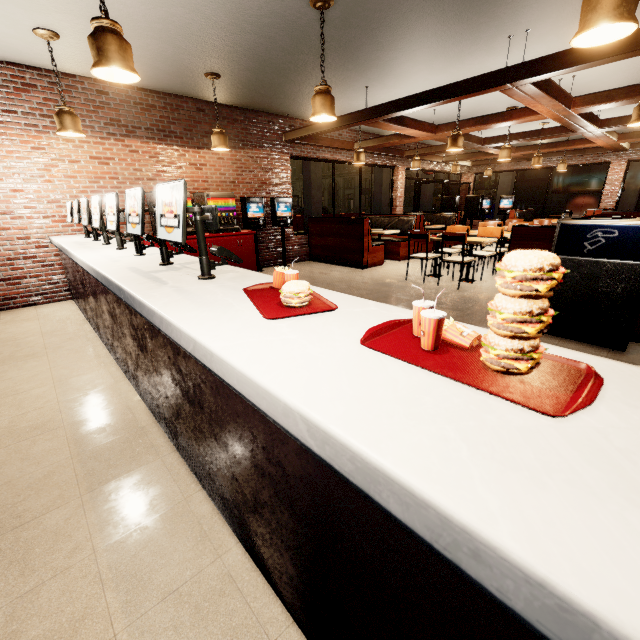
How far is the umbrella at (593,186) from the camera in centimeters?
1169cm

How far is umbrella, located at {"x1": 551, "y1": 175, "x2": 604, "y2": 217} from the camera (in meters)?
11.69

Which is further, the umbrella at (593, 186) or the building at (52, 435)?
the umbrella at (593, 186)

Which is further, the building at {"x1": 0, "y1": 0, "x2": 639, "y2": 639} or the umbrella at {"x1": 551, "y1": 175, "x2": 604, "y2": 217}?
the umbrella at {"x1": 551, "y1": 175, "x2": 604, "y2": 217}

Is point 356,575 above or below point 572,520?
below
